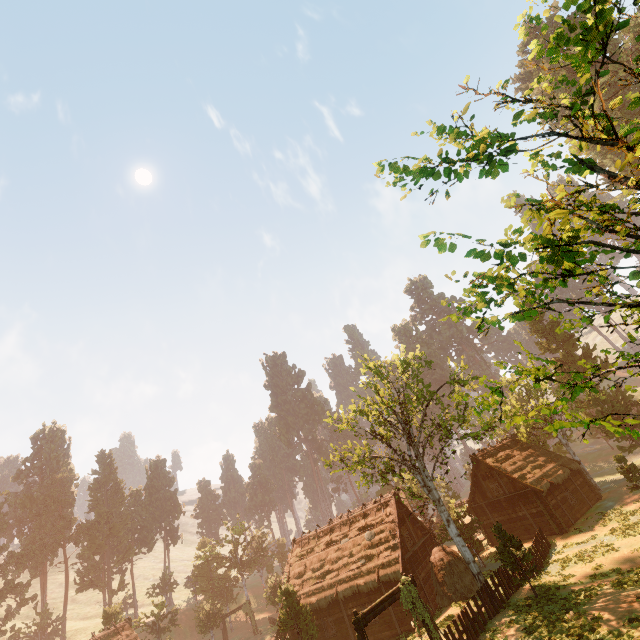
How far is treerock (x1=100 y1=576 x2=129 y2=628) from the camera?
40.01m

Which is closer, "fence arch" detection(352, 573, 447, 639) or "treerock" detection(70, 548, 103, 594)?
"fence arch" detection(352, 573, 447, 639)

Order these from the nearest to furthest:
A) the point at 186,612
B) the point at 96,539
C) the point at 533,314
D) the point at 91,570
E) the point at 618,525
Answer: the point at 533,314 → the point at 618,525 → the point at 186,612 → the point at 91,570 → the point at 96,539

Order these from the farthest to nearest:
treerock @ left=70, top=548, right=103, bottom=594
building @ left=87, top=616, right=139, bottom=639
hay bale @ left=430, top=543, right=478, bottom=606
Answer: treerock @ left=70, top=548, right=103, bottom=594 < building @ left=87, top=616, right=139, bottom=639 < hay bale @ left=430, top=543, right=478, bottom=606

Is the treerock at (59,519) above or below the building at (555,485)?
above

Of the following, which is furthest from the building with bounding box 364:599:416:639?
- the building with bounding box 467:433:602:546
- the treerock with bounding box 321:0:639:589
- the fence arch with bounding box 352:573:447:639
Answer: the fence arch with bounding box 352:573:447:639

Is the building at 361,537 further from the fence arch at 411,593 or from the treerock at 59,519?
the fence arch at 411,593
